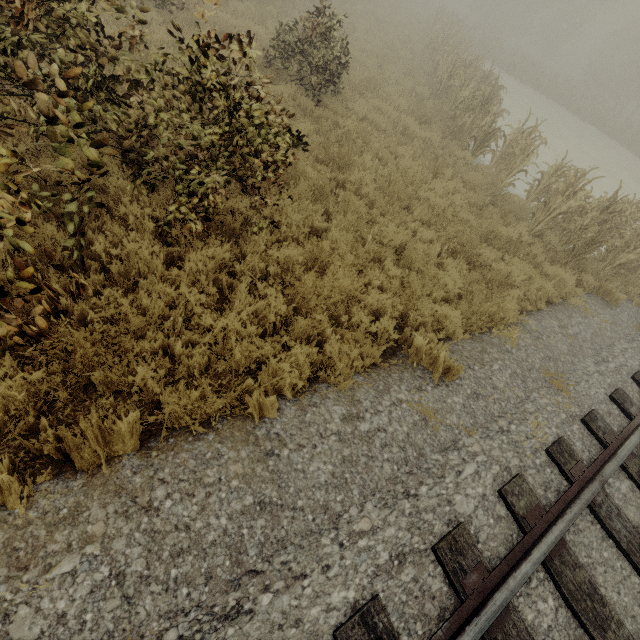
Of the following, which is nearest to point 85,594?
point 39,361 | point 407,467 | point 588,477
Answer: point 39,361
